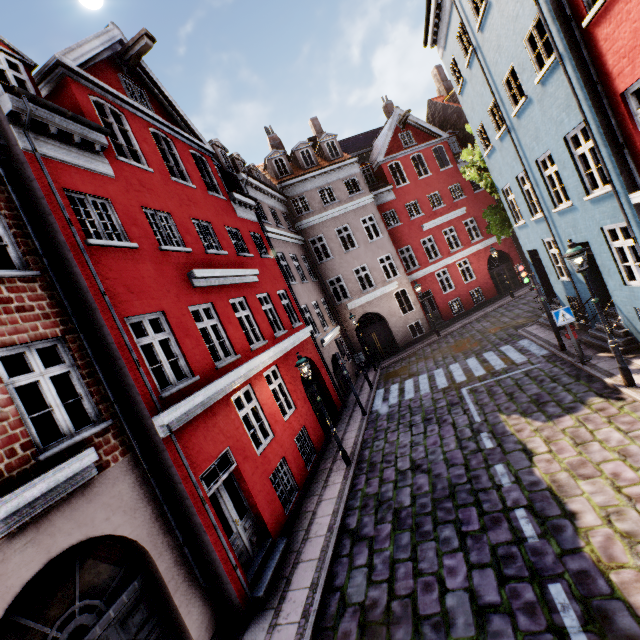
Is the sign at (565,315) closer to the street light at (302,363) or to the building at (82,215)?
the building at (82,215)

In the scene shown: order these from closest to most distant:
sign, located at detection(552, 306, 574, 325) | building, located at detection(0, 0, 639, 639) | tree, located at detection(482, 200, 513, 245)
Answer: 1. building, located at detection(0, 0, 639, 639)
2. sign, located at detection(552, 306, 574, 325)
3. tree, located at detection(482, 200, 513, 245)

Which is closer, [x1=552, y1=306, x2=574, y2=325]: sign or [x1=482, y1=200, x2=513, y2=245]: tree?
[x1=552, y1=306, x2=574, y2=325]: sign

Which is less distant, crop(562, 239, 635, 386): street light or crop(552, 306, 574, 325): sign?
crop(562, 239, 635, 386): street light

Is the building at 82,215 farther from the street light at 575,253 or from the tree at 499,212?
the tree at 499,212

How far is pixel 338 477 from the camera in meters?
9.9

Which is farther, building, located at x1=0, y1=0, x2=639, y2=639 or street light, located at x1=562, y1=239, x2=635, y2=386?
street light, located at x1=562, y1=239, x2=635, y2=386

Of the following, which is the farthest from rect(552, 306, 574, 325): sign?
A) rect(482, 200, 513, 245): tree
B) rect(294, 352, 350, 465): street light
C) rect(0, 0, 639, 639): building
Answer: rect(482, 200, 513, 245): tree
